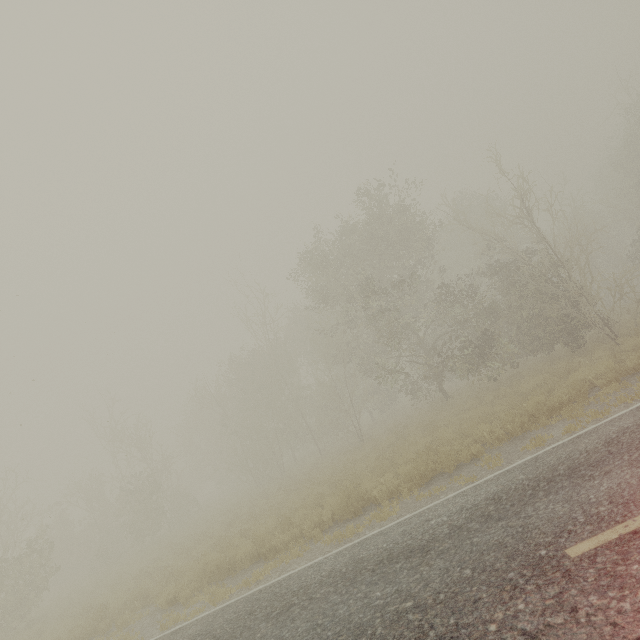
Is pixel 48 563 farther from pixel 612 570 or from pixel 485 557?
pixel 612 570
